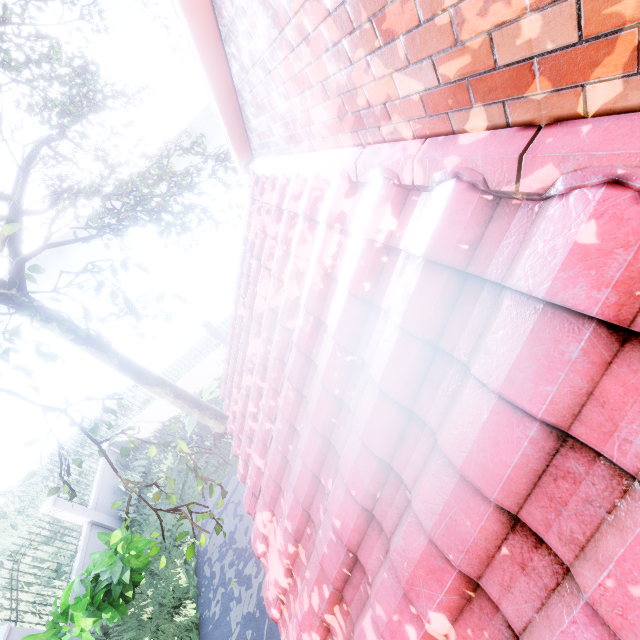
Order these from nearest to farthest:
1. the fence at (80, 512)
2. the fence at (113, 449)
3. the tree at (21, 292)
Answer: the tree at (21, 292), the fence at (80, 512), the fence at (113, 449)

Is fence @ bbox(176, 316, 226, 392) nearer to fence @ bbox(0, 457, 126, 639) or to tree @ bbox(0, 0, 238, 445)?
fence @ bbox(0, 457, 126, 639)

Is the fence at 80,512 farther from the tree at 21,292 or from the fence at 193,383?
the tree at 21,292

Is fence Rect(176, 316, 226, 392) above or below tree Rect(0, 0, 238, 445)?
below

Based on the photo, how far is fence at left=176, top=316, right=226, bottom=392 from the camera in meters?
12.7 m

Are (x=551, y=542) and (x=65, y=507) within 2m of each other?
no
